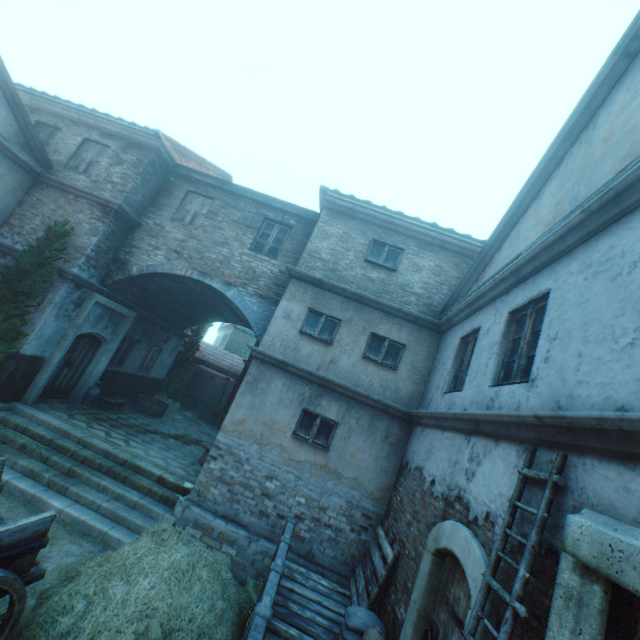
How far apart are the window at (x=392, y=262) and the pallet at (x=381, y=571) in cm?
628

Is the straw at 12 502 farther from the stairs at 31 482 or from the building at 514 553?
the building at 514 553

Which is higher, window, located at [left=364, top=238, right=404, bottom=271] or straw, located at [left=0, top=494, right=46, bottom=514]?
window, located at [left=364, top=238, right=404, bottom=271]

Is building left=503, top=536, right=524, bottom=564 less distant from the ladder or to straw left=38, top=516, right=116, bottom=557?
the ladder

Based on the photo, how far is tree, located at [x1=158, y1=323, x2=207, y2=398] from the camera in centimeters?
1722cm

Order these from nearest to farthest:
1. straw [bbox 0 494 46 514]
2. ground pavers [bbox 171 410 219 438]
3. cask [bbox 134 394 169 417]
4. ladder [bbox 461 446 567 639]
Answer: ladder [bbox 461 446 567 639], straw [bbox 0 494 46 514], cask [bbox 134 394 169 417], ground pavers [bbox 171 410 219 438]

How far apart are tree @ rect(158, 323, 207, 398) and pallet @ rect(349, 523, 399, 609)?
13.4m

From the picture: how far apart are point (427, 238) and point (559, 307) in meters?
6.0 m
